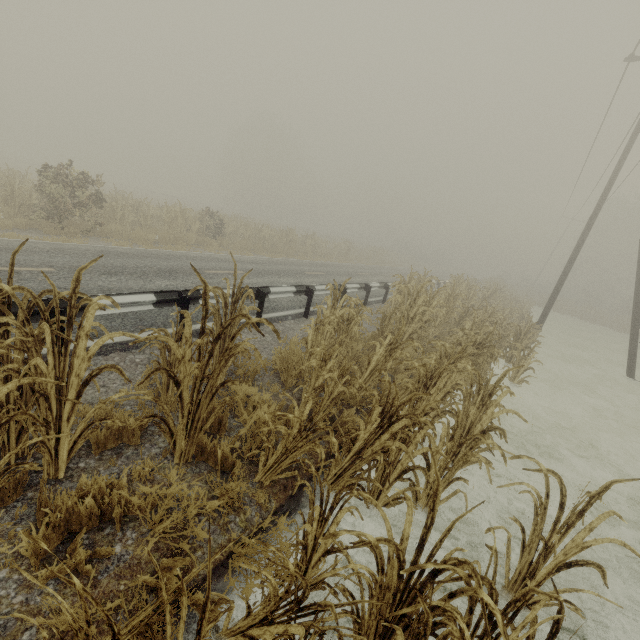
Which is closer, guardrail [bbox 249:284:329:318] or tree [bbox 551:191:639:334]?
guardrail [bbox 249:284:329:318]

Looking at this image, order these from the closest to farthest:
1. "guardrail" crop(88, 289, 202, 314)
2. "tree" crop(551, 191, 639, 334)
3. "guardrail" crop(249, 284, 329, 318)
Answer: "guardrail" crop(88, 289, 202, 314), "guardrail" crop(249, 284, 329, 318), "tree" crop(551, 191, 639, 334)

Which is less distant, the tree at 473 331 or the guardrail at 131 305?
the tree at 473 331

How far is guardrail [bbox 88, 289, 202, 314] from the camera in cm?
481

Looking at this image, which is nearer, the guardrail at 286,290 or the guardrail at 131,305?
the guardrail at 131,305

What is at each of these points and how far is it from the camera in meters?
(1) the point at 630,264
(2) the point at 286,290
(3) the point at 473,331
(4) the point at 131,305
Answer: (1) tree, 43.7 m
(2) guardrail, 8.4 m
(3) tree, 8.1 m
(4) guardrail, 5.1 m
